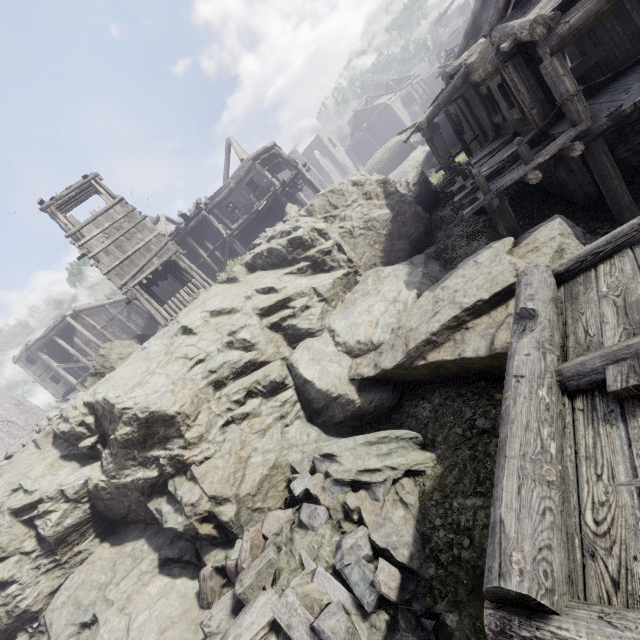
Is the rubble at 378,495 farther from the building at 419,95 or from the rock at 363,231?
the building at 419,95

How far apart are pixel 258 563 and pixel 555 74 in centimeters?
1287cm

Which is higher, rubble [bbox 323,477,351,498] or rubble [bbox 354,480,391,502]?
rubble [bbox 323,477,351,498]

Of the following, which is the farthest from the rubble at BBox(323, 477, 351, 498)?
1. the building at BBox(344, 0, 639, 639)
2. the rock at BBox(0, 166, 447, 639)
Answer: the building at BBox(344, 0, 639, 639)

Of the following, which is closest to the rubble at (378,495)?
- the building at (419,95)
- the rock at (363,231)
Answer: the rock at (363,231)

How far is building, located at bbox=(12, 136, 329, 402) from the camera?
16.7m

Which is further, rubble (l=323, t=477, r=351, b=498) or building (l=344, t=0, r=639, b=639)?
rubble (l=323, t=477, r=351, b=498)

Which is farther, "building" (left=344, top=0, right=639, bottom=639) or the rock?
the rock
